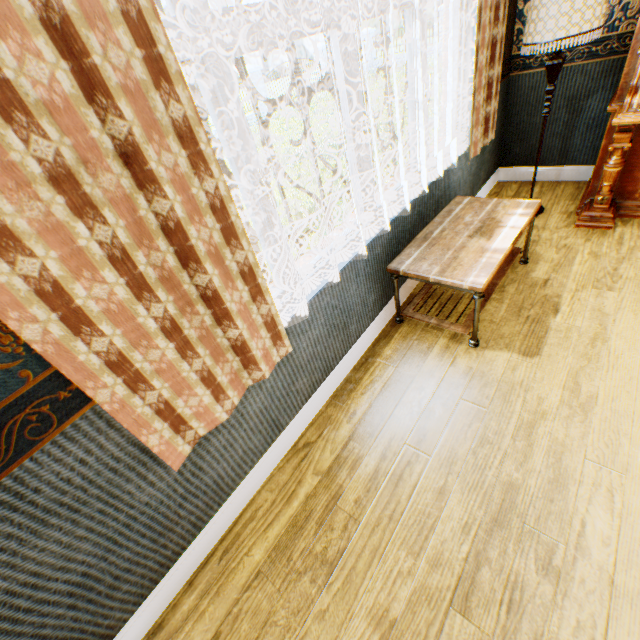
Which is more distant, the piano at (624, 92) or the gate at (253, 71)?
the gate at (253, 71)

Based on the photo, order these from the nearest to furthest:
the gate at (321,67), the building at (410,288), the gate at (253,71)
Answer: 1. the building at (410,288)
2. the gate at (253,71)
3. the gate at (321,67)

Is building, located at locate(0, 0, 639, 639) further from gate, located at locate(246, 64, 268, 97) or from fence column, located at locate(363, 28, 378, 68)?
A: fence column, located at locate(363, 28, 378, 68)

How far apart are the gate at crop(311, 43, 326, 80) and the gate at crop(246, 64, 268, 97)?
4.8m

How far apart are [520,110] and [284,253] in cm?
363

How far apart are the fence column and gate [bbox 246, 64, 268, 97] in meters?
10.9 m

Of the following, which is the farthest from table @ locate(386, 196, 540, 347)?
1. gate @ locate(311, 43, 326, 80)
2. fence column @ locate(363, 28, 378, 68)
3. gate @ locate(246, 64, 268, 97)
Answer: fence column @ locate(363, 28, 378, 68)

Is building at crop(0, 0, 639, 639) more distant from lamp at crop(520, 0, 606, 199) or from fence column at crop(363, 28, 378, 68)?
fence column at crop(363, 28, 378, 68)
